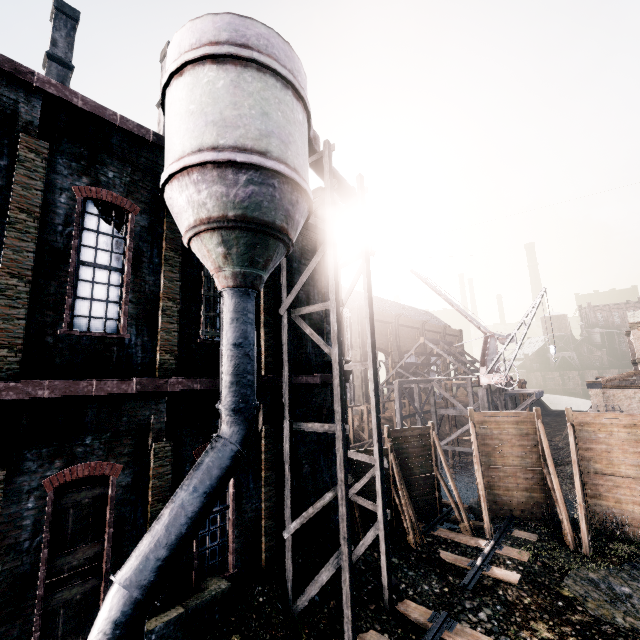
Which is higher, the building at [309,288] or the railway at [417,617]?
the building at [309,288]

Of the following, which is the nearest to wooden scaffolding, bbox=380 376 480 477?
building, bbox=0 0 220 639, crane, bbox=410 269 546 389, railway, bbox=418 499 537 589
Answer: crane, bbox=410 269 546 389

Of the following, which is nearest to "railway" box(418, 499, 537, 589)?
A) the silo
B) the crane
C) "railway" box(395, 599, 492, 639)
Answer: "railway" box(395, 599, 492, 639)

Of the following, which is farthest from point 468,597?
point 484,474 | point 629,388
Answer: point 629,388

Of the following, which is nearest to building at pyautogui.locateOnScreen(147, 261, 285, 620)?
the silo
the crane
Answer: the silo

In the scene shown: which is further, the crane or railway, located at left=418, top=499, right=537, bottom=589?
the crane

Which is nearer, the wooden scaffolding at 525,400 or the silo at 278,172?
the silo at 278,172

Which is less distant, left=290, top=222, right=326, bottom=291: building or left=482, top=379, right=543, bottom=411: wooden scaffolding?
left=290, top=222, right=326, bottom=291: building
